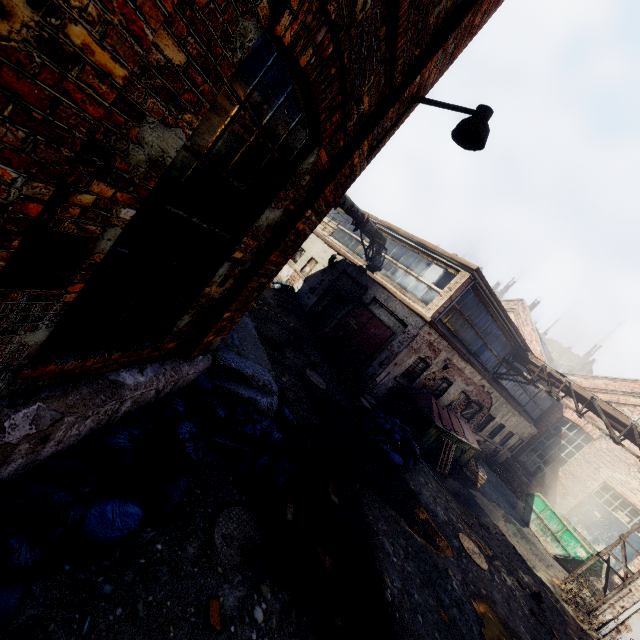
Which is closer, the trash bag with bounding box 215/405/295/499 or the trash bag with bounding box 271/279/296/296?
the trash bag with bounding box 215/405/295/499

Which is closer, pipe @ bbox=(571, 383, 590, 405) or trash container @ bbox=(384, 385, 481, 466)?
trash container @ bbox=(384, 385, 481, 466)

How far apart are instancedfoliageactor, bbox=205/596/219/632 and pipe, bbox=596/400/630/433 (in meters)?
15.12

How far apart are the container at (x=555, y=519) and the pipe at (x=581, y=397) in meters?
4.4

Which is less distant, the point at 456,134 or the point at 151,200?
the point at 151,200

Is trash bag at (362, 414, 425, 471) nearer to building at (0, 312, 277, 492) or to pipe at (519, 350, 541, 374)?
building at (0, 312, 277, 492)

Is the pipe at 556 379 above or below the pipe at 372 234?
above

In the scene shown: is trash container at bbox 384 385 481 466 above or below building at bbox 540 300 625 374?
below
